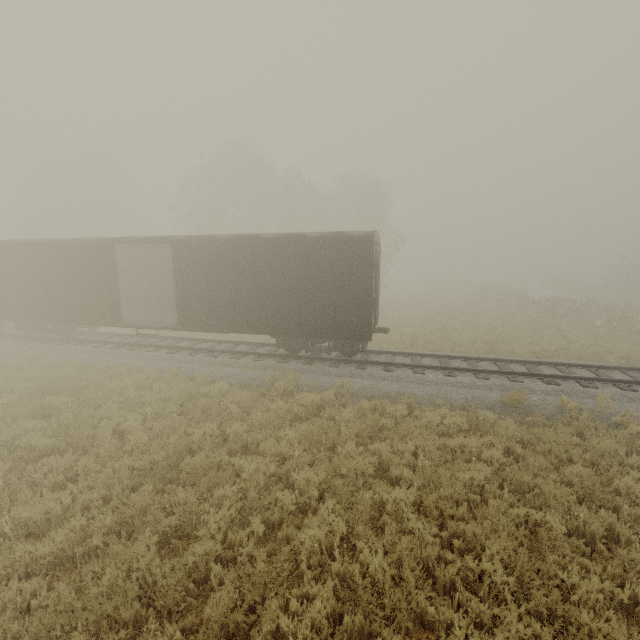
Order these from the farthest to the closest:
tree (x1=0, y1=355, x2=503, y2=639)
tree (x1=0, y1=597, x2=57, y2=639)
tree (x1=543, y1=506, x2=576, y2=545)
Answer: tree (x1=543, y1=506, x2=576, y2=545) < tree (x1=0, y1=355, x2=503, y2=639) < tree (x1=0, y1=597, x2=57, y2=639)

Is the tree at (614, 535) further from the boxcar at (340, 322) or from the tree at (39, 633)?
the boxcar at (340, 322)

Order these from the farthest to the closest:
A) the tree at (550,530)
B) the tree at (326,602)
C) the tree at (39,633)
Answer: the tree at (550,530) < the tree at (326,602) < the tree at (39,633)

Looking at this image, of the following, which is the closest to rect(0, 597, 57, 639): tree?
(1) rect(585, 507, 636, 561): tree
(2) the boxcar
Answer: (1) rect(585, 507, 636, 561): tree

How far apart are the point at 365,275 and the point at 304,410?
4.9 meters

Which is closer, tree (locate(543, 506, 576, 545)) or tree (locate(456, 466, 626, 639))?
tree (locate(456, 466, 626, 639))

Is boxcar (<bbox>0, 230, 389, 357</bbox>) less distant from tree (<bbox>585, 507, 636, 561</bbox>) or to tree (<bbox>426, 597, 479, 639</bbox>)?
tree (<bbox>585, 507, 636, 561</bbox>)
